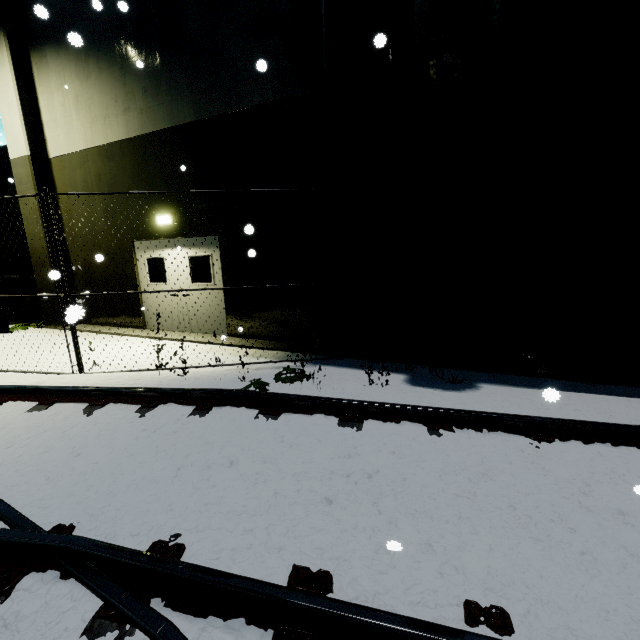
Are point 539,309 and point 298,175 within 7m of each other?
yes

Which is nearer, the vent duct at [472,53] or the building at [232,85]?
the vent duct at [472,53]

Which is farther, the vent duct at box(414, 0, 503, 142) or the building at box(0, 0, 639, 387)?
the building at box(0, 0, 639, 387)
